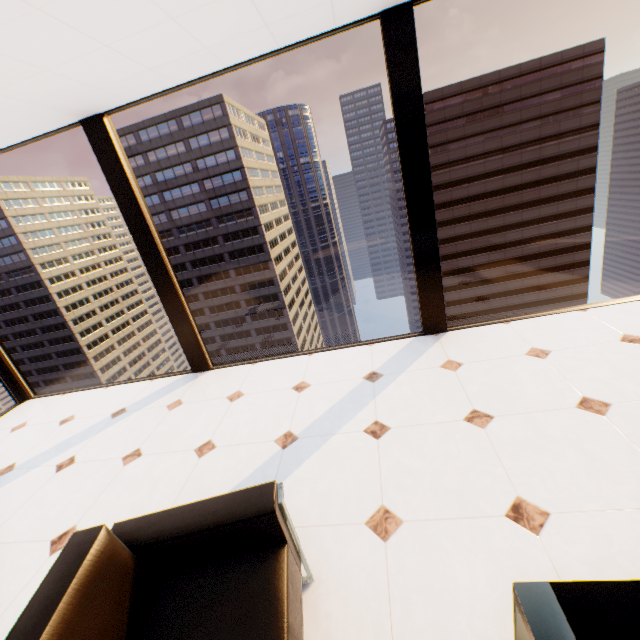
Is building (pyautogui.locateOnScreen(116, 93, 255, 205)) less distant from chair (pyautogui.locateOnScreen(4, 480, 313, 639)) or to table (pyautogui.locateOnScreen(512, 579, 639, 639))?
chair (pyautogui.locateOnScreen(4, 480, 313, 639))

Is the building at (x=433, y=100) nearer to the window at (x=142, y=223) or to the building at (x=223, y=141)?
the building at (x=223, y=141)

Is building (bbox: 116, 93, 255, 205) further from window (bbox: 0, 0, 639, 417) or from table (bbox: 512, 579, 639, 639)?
table (bbox: 512, 579, 639, 639)

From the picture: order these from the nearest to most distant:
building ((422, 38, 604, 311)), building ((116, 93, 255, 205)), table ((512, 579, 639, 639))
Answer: table ((512, 579, 639, 639)) < building ((422, 38, 604, 311)) < building ((116, 93, 255, 205))

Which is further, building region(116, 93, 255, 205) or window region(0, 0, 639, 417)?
building region(116, 93, 255, 205)

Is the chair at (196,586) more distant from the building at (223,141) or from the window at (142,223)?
the building at (223,141)

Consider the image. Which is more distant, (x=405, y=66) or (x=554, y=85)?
(x=554, y=85)

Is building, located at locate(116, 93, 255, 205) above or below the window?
above
